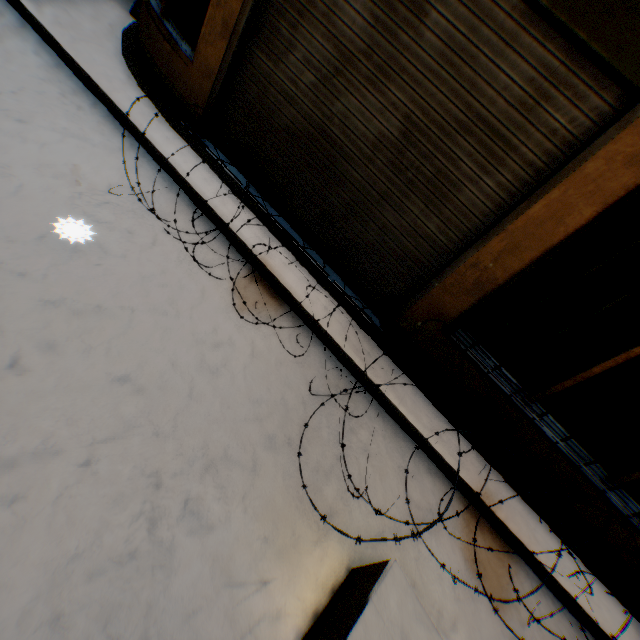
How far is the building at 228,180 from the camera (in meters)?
3.62

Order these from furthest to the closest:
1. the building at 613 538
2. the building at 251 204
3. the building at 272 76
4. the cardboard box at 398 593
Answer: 1. the building at 251 204
2. the building at 613 538
3. the building at 272 76
4. the cardboard box at 398 593

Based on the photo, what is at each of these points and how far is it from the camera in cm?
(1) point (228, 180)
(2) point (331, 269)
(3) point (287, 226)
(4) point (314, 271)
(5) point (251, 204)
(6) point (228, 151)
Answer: (1) building, 363
(2) building, 368
(3) building, 371
(4) building, 351
(5) building, 360
(6) building, 379

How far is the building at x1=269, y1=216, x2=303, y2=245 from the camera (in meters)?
3.61

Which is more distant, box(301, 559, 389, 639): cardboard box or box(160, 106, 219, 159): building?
box(160, 106, 219, 159): building

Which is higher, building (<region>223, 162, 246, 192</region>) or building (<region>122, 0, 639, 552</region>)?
building (<region>122, 0, 639, 552</region>)

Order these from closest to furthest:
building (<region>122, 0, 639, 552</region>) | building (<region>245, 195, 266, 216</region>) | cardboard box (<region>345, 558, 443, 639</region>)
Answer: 1. cardboard box (<region>345, 558, 443, 639</region>)
2. building (<region>122, 0, 639, 552</region>)
3. building (<region>245, 195, 266, 216</region>)
